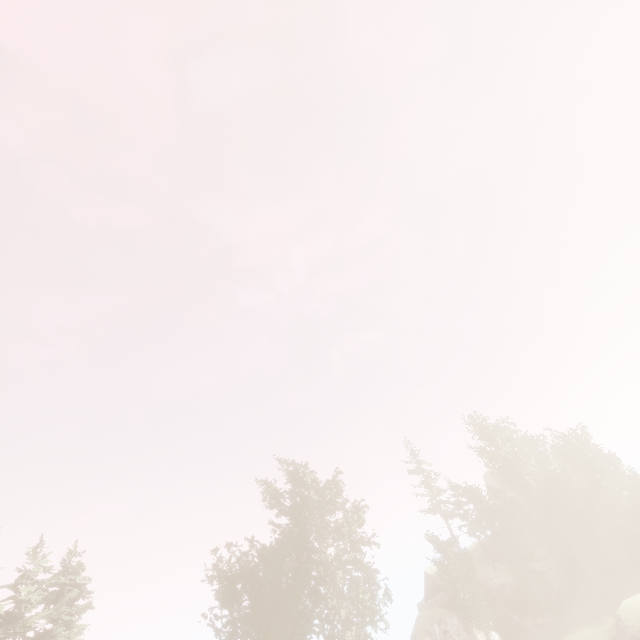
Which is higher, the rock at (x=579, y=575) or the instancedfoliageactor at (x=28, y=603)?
the instancedfoliageactor at (x=28, y=603)

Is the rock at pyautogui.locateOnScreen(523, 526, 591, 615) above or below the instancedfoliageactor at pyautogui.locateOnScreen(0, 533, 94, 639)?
below

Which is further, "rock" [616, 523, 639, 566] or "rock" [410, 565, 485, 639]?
"rock" [616, 523, 639, 566]

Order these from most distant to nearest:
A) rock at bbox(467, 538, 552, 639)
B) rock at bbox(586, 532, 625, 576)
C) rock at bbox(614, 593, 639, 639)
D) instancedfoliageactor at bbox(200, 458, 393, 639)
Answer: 1. rock at bbox(586, 532, 625, 576)
2. rock at bbox(467, 538, 552, 639)
3. instancedfoliageactor at bbox(200, 458, 393, 639)
4. rock at bbox(614, 593, 639, 639)

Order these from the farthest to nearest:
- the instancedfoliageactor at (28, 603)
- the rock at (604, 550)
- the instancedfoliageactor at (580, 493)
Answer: the rock at (604, 550), the instancedfoliageactor at (580, 493), the instancedfoliageactor at (28, 603)

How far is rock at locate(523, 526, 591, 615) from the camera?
33.1 meters

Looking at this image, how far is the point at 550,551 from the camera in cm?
3894
